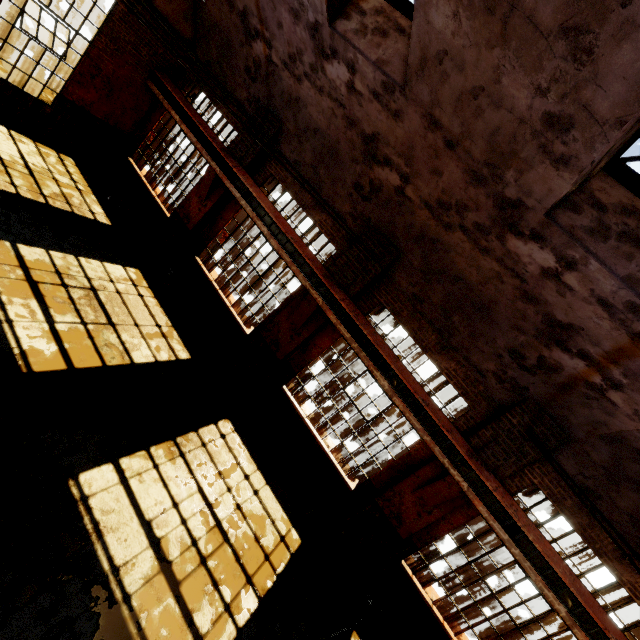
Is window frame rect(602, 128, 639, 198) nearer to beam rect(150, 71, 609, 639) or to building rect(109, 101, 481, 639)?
building rect(109, 101, 481, 639)

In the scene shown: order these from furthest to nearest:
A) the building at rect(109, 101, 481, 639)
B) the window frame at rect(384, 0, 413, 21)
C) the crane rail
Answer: the building at rect(109, 101, 481, 639) < the crane rail < the window frame at rect(384, 0, 413, 21)

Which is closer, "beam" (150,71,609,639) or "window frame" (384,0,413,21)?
"window frame" (384,0,413,21)

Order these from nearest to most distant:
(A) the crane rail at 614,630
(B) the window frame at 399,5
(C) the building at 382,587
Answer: (B) the window frame at 399,5, (A) the crane rail at 614,630, (C) the building at 382,587

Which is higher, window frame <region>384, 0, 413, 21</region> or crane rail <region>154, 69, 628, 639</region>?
window frame <region>384, 0, 413, 21</region>

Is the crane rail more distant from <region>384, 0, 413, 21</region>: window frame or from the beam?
<region>384, 0, 413, 21</region>: window frame

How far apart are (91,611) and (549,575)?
7.4 meters

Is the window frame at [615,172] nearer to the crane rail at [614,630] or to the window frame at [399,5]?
the window frame at [399,5]
